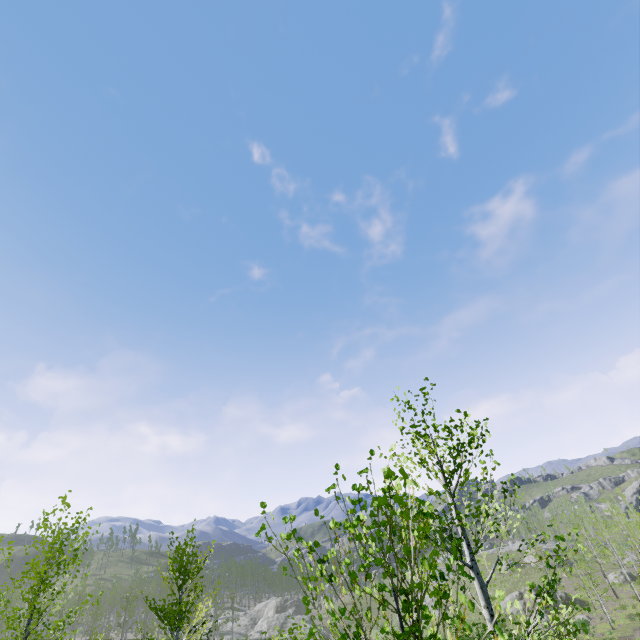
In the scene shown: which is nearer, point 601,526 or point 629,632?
point 629,632

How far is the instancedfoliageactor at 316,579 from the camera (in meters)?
2.67

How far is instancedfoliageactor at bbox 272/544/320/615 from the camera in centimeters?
267cm
